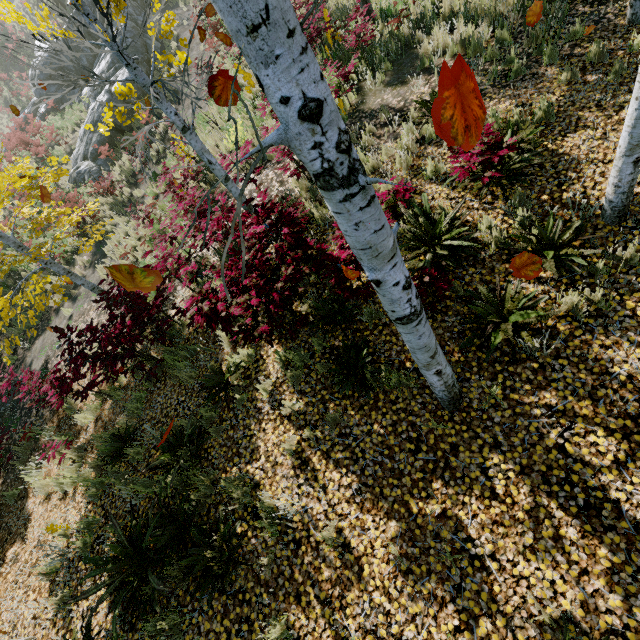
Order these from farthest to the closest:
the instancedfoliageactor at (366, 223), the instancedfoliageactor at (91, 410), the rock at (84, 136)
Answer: the rock at (84, 136) → the instancedfoliageactor at (91, 410) → the instancedfoliageactor at (366, 223)

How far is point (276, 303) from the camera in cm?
407

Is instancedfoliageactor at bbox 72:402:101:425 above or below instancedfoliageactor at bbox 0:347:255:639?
below

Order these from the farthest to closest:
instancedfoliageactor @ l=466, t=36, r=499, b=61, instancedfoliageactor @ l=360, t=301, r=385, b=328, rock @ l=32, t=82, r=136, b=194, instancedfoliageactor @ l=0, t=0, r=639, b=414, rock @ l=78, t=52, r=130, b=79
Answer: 1. rock @ l=78, t=52, r=130, b=79
2. rock @ l=32, t=82, r=136, b=194
3. instancedfoliageactor @ l=466, t=36, r=499, b=61
4. instancedfoliageactor @ l=360, t=301, r=385, b=328
5. instancedfoliageactor @ l=0, t=0, r=639, b=414

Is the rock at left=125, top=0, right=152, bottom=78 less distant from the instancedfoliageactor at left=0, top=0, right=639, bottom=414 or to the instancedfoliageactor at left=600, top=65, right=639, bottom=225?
the instancedfoliageactor at left=600, top=65, right=639, bottom=225

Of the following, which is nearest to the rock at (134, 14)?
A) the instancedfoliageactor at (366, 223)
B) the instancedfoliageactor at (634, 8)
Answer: the instancedfoliageactor at (634, 8)

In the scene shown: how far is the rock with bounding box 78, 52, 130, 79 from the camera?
17.9 meters
